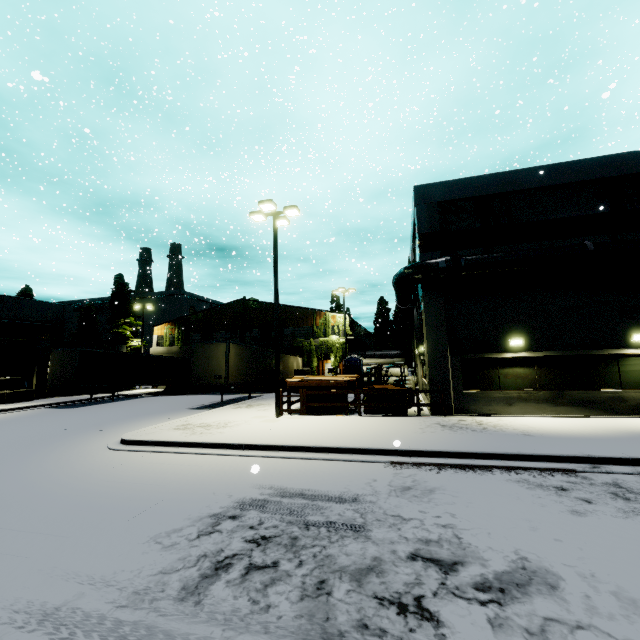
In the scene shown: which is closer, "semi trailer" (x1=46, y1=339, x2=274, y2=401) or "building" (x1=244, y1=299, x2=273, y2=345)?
"semi trailer" (x1=46, y1=339, x2=274, y2=401)

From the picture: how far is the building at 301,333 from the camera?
34.6m

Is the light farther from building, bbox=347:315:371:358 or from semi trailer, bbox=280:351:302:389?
building, bbox=347:315:371:358

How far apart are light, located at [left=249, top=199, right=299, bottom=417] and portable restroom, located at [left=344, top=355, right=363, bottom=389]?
13.7m

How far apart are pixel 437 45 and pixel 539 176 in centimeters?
4300cm

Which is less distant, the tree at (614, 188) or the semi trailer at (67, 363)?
the tree at (614, 188)

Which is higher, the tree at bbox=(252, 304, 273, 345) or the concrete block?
the tree at bbox=(252, 304, 273, 345)

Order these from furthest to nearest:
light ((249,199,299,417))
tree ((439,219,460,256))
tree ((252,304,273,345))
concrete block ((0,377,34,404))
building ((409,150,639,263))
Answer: tree ((252,304,273,345)), concrete block ((0,377,34,404)), tree ((439,219,460,256)), light ((249,199,299,417)), building ((409,150,639,263))
